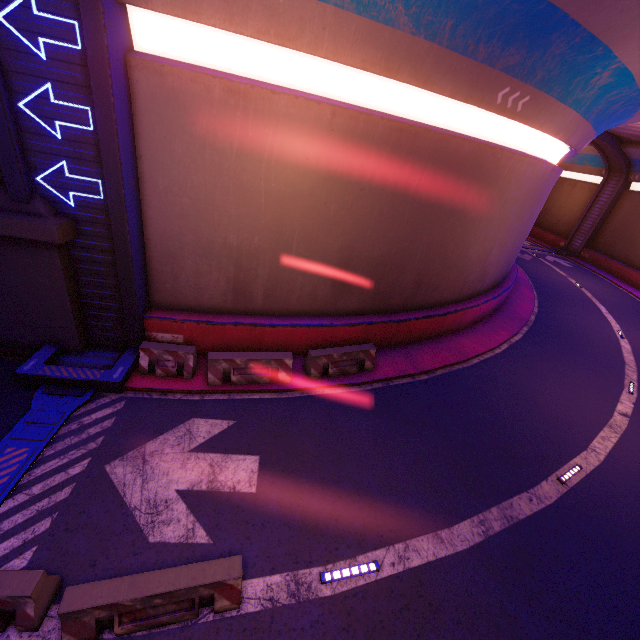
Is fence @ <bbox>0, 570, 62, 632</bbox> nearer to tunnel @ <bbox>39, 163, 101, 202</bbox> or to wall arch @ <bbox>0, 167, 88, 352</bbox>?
tunnel @ <bbox>39, 163, 101, 202</bbox>

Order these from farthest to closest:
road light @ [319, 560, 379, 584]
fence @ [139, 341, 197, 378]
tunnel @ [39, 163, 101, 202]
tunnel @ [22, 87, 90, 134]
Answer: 1. fence @ [139, 341, 197, 378]
2. tunnel @ [39, 163, 101, 202]
3. tunnel @ [22, 87, 90, 134]
4. road light @ [319, 560, 379, 584]

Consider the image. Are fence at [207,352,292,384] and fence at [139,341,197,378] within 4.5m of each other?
yes

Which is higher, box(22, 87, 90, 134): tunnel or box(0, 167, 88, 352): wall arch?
box(22, 87, 90, 134): tunnel

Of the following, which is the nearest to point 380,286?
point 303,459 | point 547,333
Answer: point 303,459

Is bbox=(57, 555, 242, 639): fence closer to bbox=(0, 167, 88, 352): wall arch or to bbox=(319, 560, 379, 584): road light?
bbox=(319, 560, 379, 584): road light

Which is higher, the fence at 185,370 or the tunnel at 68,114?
the tunnel at 68,114

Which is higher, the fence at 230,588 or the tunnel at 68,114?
the tunnel at 68,114
